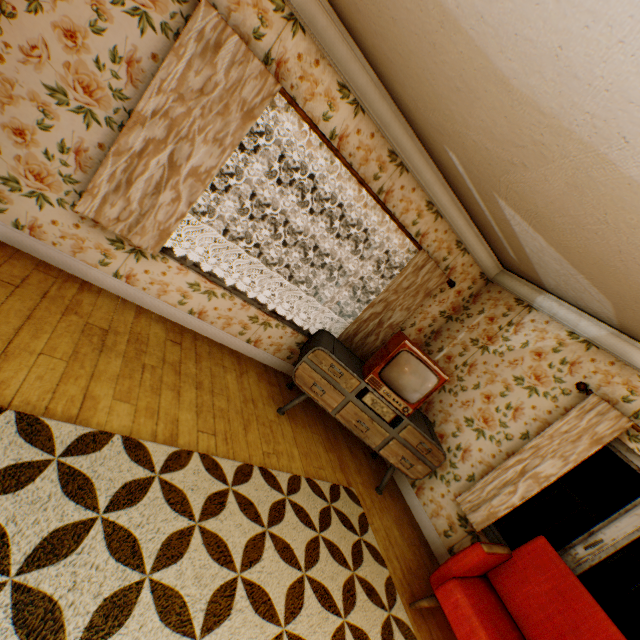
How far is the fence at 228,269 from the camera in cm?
1767

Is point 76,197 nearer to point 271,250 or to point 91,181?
point 91,181

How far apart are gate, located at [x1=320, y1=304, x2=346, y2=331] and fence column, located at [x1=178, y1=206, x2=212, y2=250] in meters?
9.7 m

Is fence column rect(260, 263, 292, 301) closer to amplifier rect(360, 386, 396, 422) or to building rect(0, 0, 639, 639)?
building rect(0, 0, 639, 639)

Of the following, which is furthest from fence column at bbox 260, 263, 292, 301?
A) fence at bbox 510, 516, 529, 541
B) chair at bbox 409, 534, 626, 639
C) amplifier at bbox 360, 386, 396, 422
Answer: fence at bbox 510, 516, 529, 541

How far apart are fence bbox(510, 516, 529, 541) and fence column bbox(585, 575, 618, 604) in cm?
4

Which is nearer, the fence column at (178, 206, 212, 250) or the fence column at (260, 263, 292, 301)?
the fence column at (178, 206, 212, 250)

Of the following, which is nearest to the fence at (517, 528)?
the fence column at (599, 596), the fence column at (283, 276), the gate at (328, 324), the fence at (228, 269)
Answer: the fence column at (599, 596)
